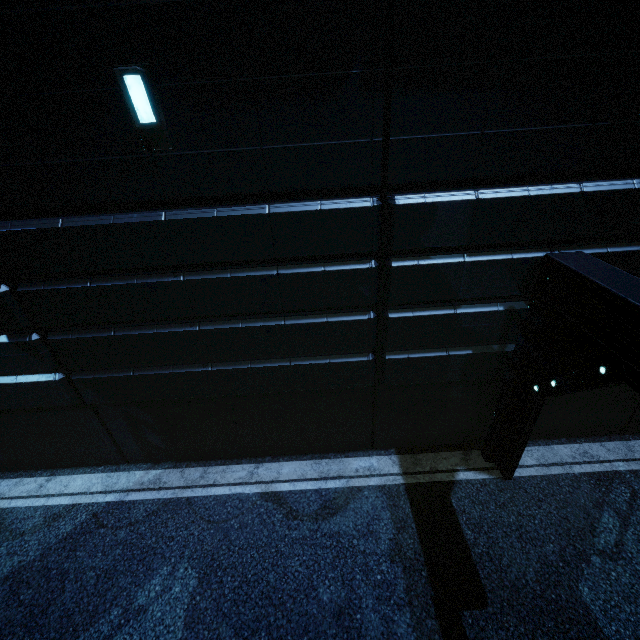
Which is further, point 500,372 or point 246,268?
A: point 500,372
